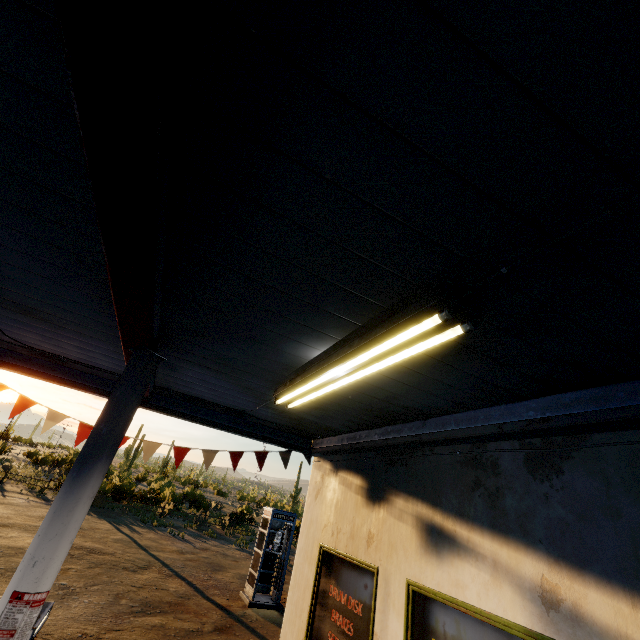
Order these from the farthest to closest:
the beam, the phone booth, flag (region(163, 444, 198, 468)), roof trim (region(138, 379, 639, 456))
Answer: the phone booth
flag (region(163, 444, 198, 468))
roof trim (region(138, 379, 639, 456))
the beam

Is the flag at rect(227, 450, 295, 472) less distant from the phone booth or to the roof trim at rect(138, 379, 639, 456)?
the roof trim at rect(138, 379, 639, 456)

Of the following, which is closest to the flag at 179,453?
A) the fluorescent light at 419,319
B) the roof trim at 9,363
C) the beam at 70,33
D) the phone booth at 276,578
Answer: the roof trim at 9,363

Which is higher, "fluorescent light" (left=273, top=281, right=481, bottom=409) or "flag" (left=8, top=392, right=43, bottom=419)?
"fluorescent light" (left=273, top=281, right=481, bottom=409)

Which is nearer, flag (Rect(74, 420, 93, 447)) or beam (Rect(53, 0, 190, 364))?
beam (Rect(53, 0, 190, 364))

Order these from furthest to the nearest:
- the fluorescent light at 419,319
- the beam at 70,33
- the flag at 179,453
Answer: the flag at 179,453 → the fluorescent light at 419,319 → the beam at 70,33

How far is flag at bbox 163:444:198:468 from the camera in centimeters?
568cm

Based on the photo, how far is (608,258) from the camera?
1.5 meters
